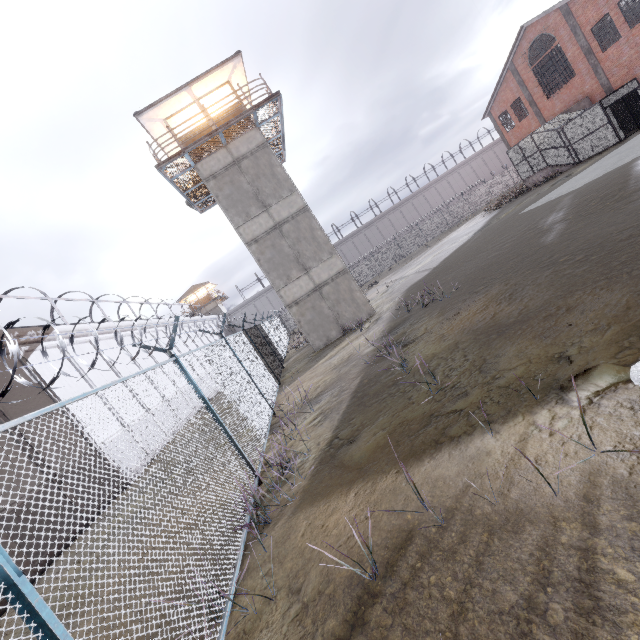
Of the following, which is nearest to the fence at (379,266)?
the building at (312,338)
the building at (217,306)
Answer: the building at (312,338)

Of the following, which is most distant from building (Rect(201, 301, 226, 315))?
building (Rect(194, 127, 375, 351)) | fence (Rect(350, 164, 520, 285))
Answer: building (Rect(194, 127, 375, 351))

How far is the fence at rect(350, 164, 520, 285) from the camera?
46.4 meters

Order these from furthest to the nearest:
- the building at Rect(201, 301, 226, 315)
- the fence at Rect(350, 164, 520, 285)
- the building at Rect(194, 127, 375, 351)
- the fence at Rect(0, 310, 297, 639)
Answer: the building at Rect(201, 301, 226, 315)
the fence at Rect(350, 164, 520, 285)
the building at Rect(194, 127, 375, 351)
the fence at Rect(0, 310, 297, 639)

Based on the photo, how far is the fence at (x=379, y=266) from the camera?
46.4m

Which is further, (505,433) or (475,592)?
(505,433)
